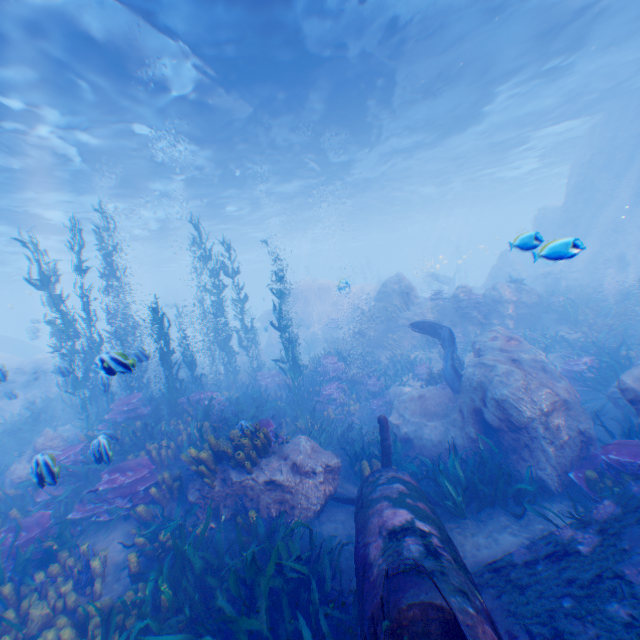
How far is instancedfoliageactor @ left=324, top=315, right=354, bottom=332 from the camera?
23.4m

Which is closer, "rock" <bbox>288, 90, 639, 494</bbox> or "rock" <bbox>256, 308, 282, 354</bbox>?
"rock" <bbox>288, 90, 639, 494</bbox>

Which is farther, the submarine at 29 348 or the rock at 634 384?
the submarine at 29 348

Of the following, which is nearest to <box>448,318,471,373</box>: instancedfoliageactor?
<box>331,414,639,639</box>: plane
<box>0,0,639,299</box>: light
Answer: <box>331,414,639,639</box>: plane

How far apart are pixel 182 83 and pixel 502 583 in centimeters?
1604cm

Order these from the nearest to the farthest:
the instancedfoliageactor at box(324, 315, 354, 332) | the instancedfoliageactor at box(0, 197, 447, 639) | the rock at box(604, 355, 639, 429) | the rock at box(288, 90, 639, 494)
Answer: the instancedfoliageactor at box(0, 197, 447, 639)
the rock at box(604, 355, 639, 429)
the rock at box(288, 90, 639, 494)
the instancedfoliageactor at box(324, 315, 354, 332)

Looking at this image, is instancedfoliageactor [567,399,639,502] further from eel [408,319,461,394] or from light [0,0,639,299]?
light [0,0,639,299]

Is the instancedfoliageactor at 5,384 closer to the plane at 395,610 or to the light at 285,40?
the plane at 395,610
